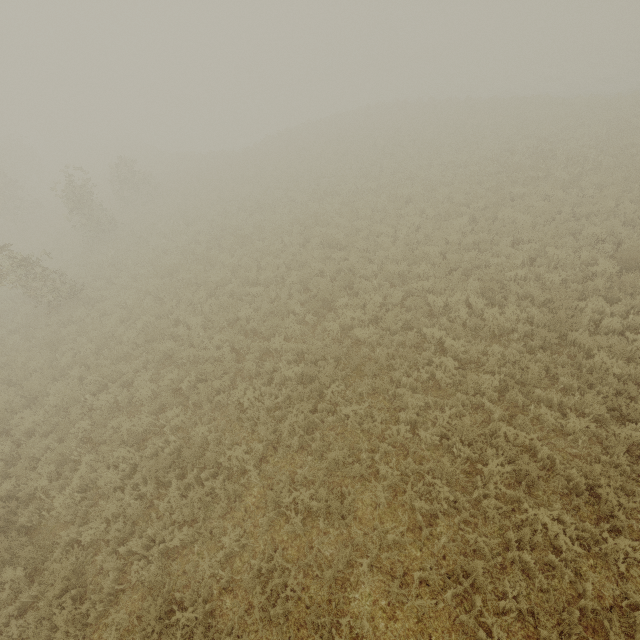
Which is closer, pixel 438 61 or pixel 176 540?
pixel 176 540
